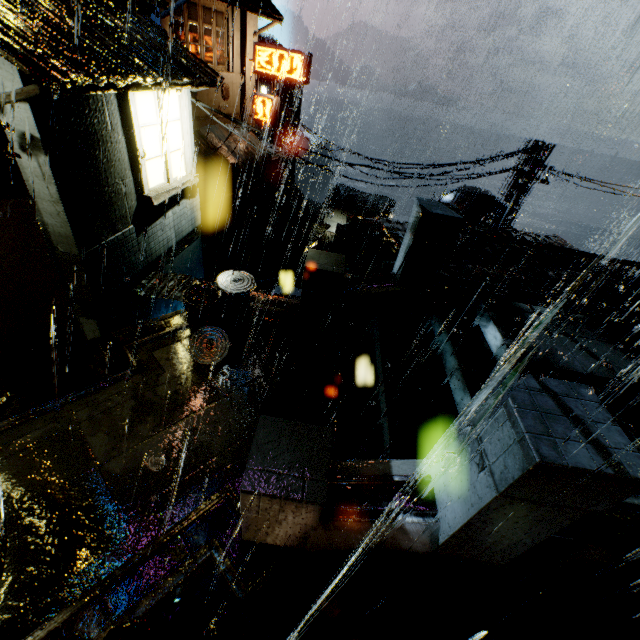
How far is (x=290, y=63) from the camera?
20.5 meters

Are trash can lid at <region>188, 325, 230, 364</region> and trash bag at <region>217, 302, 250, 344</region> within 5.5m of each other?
yes

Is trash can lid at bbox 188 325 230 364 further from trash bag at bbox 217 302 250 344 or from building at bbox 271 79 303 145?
building at bbox 271 79 303 145

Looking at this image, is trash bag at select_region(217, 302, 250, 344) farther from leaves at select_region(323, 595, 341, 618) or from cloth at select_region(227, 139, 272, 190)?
cloth at select_region(227, 139, 272, 190)

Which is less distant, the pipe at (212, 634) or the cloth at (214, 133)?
the pipe at (212, 634)

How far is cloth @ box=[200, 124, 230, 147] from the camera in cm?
2002

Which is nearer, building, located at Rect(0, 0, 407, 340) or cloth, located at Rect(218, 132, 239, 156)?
building, located at Rect(0, 0, 407, 340)

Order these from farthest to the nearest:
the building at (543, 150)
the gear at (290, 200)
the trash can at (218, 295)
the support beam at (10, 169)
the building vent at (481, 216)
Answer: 1. the gear at (290, 200)
2. the building vent at (481, 216)
3. the building at (543, 150)
4. the trash can at (218, 295)
5. the support beam at (10, 169)
